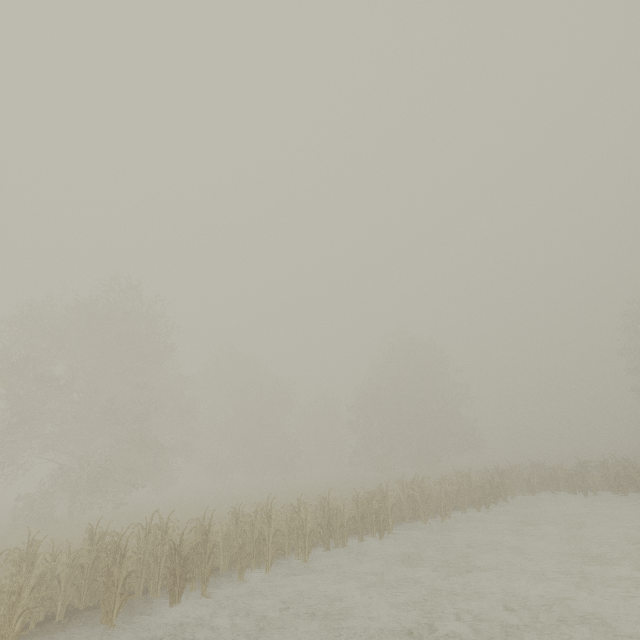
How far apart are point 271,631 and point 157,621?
2.9 meters
